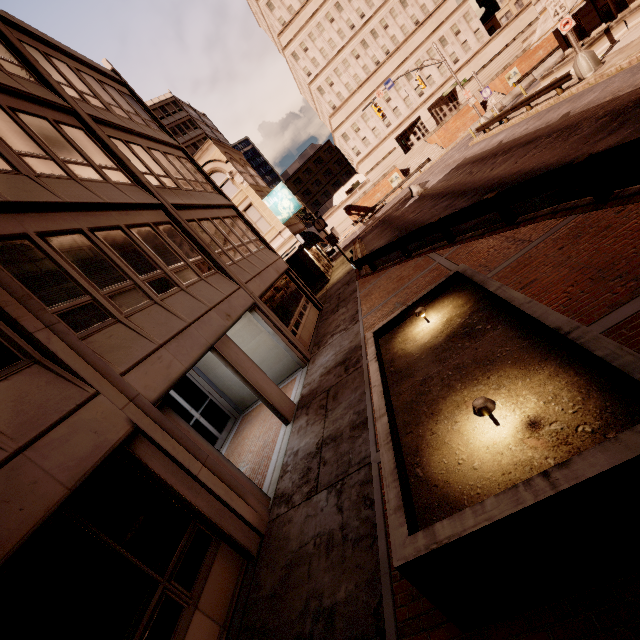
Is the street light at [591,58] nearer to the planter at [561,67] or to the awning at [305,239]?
the planter at [561,67]

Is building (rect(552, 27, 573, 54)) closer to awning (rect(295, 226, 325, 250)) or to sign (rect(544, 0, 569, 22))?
sign (rect(544, 0, 569, 22))

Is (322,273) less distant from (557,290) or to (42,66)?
(42,66)

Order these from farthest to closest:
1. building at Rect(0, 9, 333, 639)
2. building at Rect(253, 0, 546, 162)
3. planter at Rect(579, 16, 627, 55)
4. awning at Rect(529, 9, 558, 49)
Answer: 1. building at Rect(253, 0, 546, 162)
2. awning at Rect(529, 9, 558, 49)
3. planter at Rect(579, 16, 627, 55)
4. building at Rect(0, 9, 333, 639)

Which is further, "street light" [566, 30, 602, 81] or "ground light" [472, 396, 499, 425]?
"street light" [566, 30, 602, 81]

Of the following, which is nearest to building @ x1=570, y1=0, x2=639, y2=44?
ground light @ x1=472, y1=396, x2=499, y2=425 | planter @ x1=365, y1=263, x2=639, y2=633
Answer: planter @ x1=365, y1=263, x2=639, y2=633

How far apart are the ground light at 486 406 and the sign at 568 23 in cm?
2396

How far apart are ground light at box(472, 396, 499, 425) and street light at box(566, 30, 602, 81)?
22.9 meters
